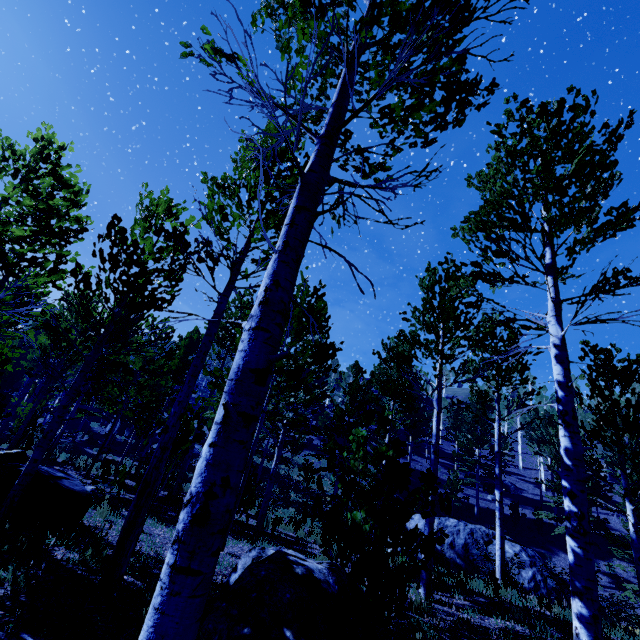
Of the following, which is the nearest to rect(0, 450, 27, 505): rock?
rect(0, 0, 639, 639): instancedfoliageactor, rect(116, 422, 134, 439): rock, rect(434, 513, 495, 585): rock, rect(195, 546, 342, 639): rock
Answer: rect(0, 0, 639, 639): instancedfoliageactor

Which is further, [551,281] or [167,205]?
[167,205]

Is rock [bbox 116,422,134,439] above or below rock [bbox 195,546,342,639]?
above

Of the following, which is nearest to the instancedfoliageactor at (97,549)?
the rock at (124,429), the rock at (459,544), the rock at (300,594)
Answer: the rock at (124,429)

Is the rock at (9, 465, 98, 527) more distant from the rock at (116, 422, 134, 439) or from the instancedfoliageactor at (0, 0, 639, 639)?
the rock at (116, 422, 134, 439)

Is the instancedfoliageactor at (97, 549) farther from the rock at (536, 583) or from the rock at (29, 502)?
the rock at (536, 583)

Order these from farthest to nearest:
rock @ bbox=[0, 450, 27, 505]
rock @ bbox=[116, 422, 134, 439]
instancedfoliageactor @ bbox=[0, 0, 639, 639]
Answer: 1. rock @ bbox=[116, 422, 134, 439]
2. rock @ bbox=[0, 450, 27, 505]
3. instancedfoliageactor @ bbox=[0, 0, 639, 639]
